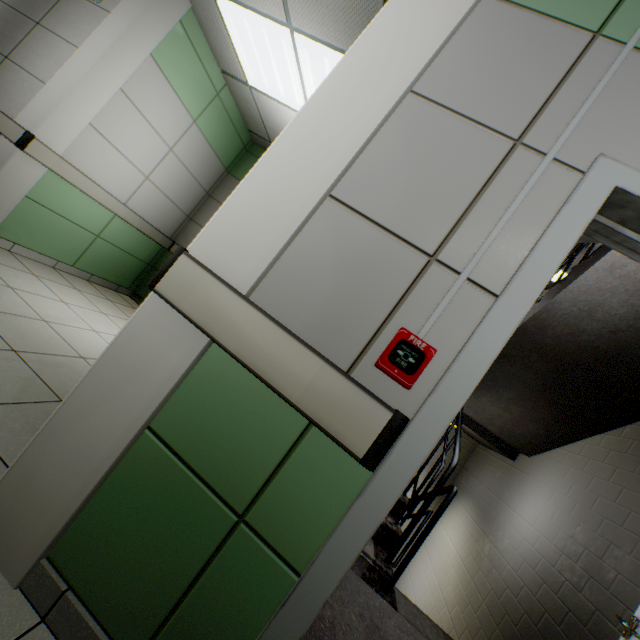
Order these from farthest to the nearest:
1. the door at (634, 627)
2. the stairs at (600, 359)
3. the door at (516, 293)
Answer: the stairs at (600, 359)
the door at (634, 627)
the door at (516, 293)

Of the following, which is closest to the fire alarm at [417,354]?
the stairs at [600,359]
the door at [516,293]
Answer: the door at [516,293]

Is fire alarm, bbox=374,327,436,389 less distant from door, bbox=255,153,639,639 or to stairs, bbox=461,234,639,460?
door, bbox=255,153,639,639

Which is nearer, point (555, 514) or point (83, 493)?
point (83, 493)

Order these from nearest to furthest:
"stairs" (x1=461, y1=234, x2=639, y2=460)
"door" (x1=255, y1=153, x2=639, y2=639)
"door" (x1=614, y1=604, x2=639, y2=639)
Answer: "door" (x1=255, y1=153, x2=639, y2=639), "door" (x1=614, y1=604, x2=639, y2=639), "stairs" (x1=461, y1=234, x2=639, y2=460)

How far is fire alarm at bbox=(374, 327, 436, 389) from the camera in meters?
0.9

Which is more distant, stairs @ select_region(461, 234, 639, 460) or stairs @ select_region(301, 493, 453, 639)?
stairs @ select_region(461, 234, 639, 460)
